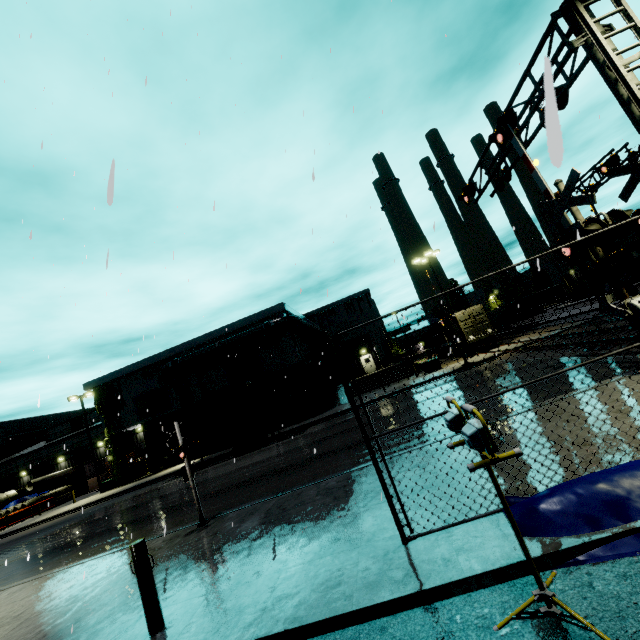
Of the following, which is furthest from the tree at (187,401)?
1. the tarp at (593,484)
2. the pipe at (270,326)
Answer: the tarp at (593,484)

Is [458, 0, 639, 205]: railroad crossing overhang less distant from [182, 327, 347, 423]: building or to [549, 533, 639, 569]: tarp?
[549, 533, 639, 569]: tarp

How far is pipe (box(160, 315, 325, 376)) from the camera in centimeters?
2911cm

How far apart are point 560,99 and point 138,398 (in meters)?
37.00

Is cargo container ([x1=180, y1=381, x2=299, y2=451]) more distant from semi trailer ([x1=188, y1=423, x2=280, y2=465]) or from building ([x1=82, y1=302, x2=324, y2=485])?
building ([x1=82, y1=302, x2=324, y2=485])

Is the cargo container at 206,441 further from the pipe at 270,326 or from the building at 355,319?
A: the building at 355,319

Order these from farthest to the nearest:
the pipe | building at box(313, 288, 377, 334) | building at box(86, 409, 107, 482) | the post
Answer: building at box(313, 288, 377, 334) < building at box(86, 409, 107, 482) < the pipe < the post

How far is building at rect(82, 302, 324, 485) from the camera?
30.31m
